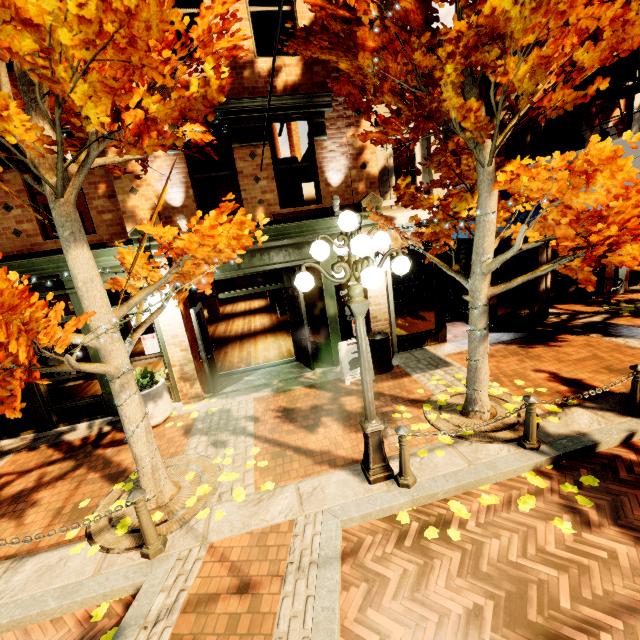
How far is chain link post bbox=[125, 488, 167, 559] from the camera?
3.79m

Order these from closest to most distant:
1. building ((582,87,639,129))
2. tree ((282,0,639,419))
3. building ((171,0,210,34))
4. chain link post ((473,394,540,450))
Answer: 1. tree ((282,0,639,419))
2. chain link post ((473,394,540,450))
3. building ((171,0,210,34))
4. building ((582,87,639,129))

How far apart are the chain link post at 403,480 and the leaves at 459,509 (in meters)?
0.44

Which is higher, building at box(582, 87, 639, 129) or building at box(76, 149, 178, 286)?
building at box(582, 87, 639, 129)

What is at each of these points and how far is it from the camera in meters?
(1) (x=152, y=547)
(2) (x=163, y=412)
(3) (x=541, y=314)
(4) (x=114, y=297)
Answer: (1) chain link post, 3.9
(2) planter, 7.0
(3) building, 9.8
(4) building, 16.2

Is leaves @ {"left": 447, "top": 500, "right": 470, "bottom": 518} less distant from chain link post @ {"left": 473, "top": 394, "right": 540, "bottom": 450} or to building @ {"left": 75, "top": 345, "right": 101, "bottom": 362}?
chain link post @ {"left": 473, "top": 394, "right": 540, "bottom": 450}

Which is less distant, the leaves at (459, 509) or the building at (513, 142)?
the leaves at (459, 509)

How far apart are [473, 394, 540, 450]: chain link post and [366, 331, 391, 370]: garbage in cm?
341
